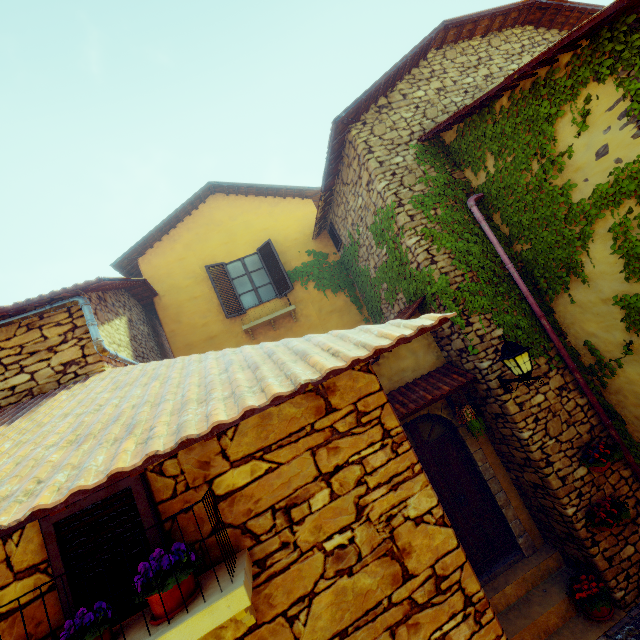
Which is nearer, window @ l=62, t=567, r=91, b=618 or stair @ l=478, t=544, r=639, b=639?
window @ l=62, t=567, r=91, b=618

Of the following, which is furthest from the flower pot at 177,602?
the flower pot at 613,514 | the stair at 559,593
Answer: the flower pot at 613,514

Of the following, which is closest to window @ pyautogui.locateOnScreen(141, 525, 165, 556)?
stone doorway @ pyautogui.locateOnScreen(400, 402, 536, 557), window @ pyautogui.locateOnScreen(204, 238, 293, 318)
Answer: stone doorway @ pyautogui.locateOnScreen(400, 402, 536, 557)

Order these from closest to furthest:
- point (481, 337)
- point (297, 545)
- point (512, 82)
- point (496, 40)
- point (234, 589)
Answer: point (234, 589)
point (297, 545)
point (512, 82)
point (481, 337)
point (496, 40)

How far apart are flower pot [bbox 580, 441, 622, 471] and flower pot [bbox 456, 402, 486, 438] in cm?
151

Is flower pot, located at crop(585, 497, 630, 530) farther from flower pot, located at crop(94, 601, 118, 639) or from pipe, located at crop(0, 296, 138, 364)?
pipe, located at crop(0, 296, 138, 364)

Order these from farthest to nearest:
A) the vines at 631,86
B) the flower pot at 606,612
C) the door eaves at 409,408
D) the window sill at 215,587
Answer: the door eaves at 409,408
the flower pot at 606,612
the vines at 631,86
the window sill at 215,587
